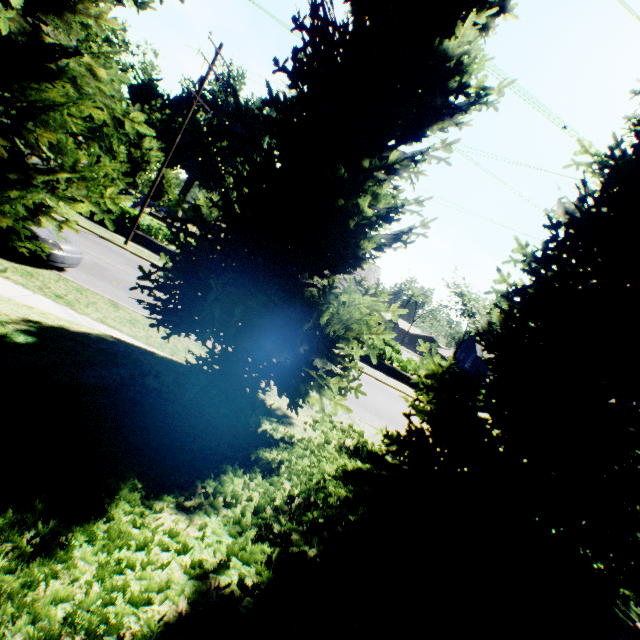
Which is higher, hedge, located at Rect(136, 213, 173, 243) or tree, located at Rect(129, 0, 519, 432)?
tree, located at Rect(129, 0, 519, 432)

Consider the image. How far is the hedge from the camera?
20.94m

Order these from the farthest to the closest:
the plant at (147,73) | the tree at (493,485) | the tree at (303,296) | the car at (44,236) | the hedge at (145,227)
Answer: the plant at (147,73) → the hedge at (145,227) → the car at (44,236) → the tree at (493,485) → the tree at (303,296)

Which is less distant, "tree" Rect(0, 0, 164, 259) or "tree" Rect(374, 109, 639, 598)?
"tree" Rect(0, 0, 164, 259)

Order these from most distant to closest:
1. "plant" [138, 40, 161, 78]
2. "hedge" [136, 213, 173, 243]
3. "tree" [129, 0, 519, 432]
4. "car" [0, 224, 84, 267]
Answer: "plant" [138, 40, 161, 78] < "hedge" [136, 213, 173, 243] < "car" [0, 224, 84, 267] < "tree" [129, 0, 519, 432]

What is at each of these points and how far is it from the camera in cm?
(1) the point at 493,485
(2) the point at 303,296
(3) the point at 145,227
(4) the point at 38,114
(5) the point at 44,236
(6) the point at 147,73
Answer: (1) tree, 573
(2) tree, 533
(3) hedge, 2089
(4) tree, 383
(5) car, 873
(6) plant, 5566

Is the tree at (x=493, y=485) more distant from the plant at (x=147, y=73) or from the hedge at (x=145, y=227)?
the hedge at (x=145, y=227)

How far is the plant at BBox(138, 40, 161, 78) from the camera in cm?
5301
